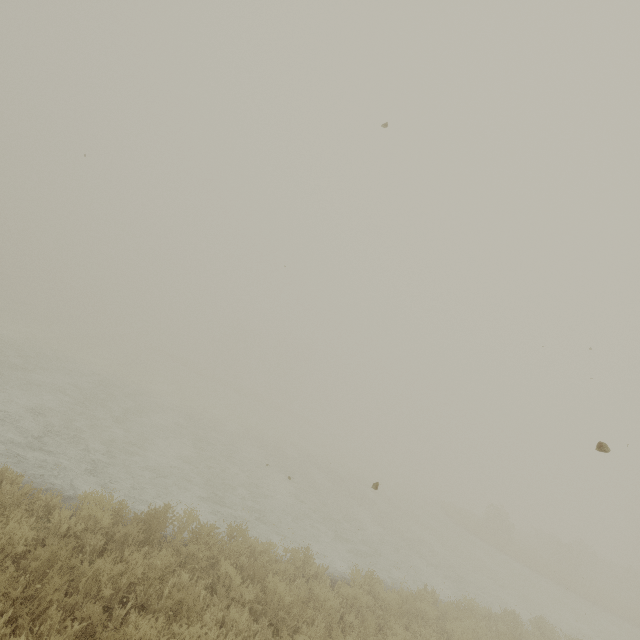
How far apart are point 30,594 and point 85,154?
7.20m
